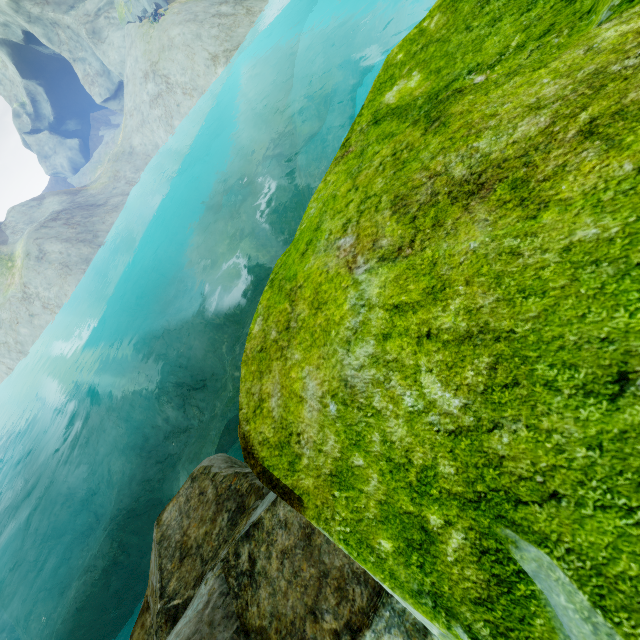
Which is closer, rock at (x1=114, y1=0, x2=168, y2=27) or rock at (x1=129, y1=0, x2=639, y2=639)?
rock at (x1=129, y1=0, x2=639, y2=639)

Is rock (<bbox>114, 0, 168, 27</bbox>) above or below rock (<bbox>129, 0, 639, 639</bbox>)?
above

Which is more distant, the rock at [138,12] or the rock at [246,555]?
the rock at [138,12]

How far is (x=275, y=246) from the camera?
23.9m

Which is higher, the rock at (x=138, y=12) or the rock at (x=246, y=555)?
the rock at (x=138, y=12)
